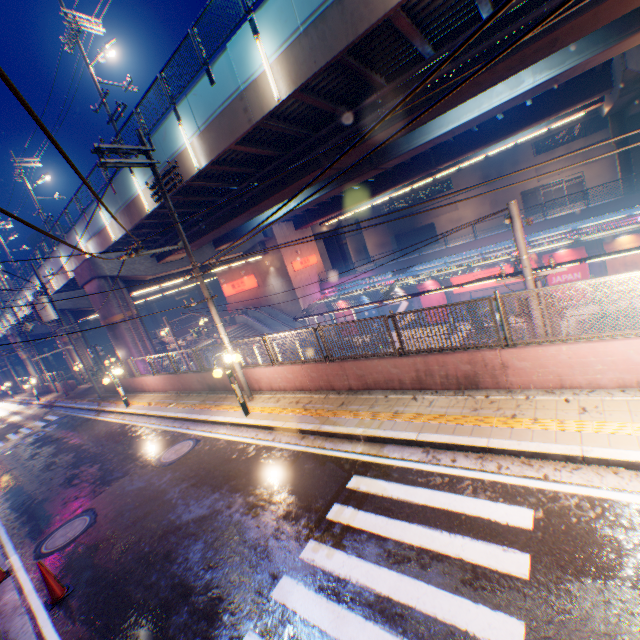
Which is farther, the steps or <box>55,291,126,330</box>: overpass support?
the steps

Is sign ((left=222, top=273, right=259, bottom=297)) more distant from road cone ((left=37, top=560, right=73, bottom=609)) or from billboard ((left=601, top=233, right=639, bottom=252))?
road cone ((left=37, top=560, right=73, bottom=609))

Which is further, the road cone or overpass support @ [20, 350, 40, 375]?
overpass support @ [20, 350, 40, 375]

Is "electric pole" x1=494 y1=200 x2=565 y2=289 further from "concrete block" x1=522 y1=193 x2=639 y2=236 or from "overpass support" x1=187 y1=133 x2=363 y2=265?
"concrete block" x1=522 y1=193 x2=639 y2=236

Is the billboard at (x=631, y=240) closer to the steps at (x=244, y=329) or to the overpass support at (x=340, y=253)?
the overpass support at (x=340, y=253)

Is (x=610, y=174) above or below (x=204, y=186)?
below

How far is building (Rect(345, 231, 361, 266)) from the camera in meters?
57.6

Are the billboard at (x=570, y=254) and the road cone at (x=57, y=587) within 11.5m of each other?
no
